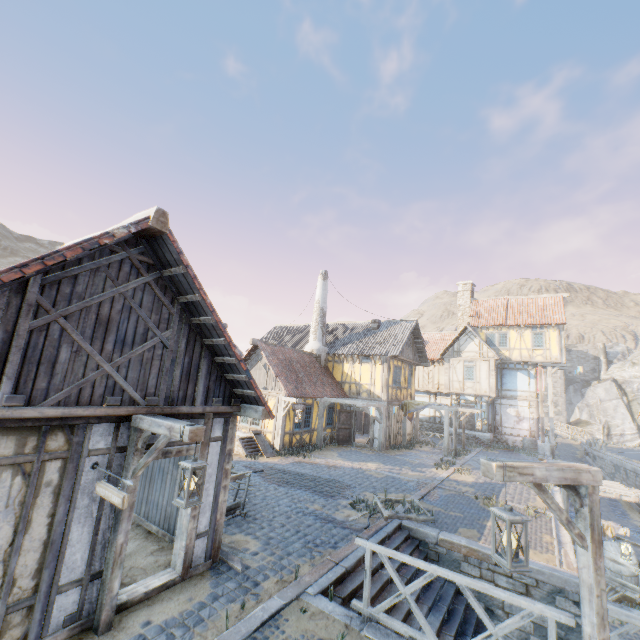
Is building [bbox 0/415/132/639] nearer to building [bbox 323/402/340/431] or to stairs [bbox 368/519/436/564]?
stairs [bbox 368/519/436/564]

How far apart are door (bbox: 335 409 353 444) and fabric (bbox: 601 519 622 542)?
11.5 meters

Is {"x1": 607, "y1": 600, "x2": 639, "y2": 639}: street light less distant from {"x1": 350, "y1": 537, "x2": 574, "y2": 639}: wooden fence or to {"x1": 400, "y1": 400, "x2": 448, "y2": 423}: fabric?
{"x1": 350, "y1": 537, "x2": 574, "y2": 639}: wooden fence

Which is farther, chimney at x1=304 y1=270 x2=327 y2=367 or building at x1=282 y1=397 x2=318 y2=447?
chimney at x1=304 y1=270 x2=327 y2=367

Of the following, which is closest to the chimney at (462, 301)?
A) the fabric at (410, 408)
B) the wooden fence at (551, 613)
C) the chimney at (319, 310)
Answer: the fabric at (410, 408)

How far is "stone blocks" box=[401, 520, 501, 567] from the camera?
8.1m

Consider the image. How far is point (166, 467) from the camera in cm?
770

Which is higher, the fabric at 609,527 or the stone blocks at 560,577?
the stone blocks at 560,577
